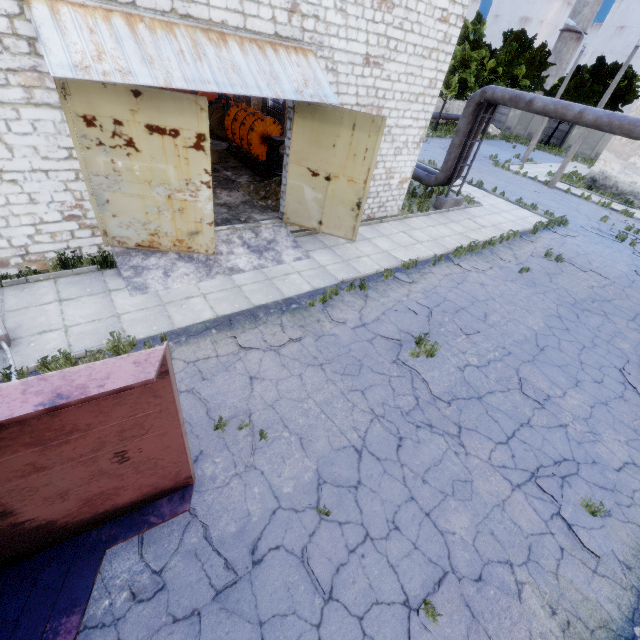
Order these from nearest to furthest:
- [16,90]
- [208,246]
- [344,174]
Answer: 1. [16,90]
2. [208,246]
3. [344,174]

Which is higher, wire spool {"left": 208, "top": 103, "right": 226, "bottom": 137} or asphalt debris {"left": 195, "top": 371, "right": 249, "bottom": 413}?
wire spool {"left": 208, "top": 103, "right": 226, "bottom": 137}

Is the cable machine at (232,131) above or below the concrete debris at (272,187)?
above

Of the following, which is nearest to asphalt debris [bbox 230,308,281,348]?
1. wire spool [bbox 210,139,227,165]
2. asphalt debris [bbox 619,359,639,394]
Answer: asphalt debris [bbox 619,359,639,394]

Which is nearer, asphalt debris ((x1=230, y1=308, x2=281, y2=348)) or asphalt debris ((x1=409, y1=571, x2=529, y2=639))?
asphalt debris ((x1=409, y1=571, x2=529, y2=639))

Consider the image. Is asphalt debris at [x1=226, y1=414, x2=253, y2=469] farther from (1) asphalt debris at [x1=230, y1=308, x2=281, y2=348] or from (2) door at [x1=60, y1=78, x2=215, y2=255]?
(2) door at [x1=60, y1=78, x2=215, y2=255]

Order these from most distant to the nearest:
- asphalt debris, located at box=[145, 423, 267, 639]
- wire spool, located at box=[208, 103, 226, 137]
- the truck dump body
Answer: wire spool, located at box=[208, 103, 226, 137] → asphalt debris, located at box=[145, 423, 267, 639] → the truck dump body

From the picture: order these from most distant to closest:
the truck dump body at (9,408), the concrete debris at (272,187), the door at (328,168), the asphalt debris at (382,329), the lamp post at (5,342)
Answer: the concrete debris at (272,187), the door at (328,168), the asphalt debris at (382,329), the lamp post at (5,342), the truck dump body at (9,408)
